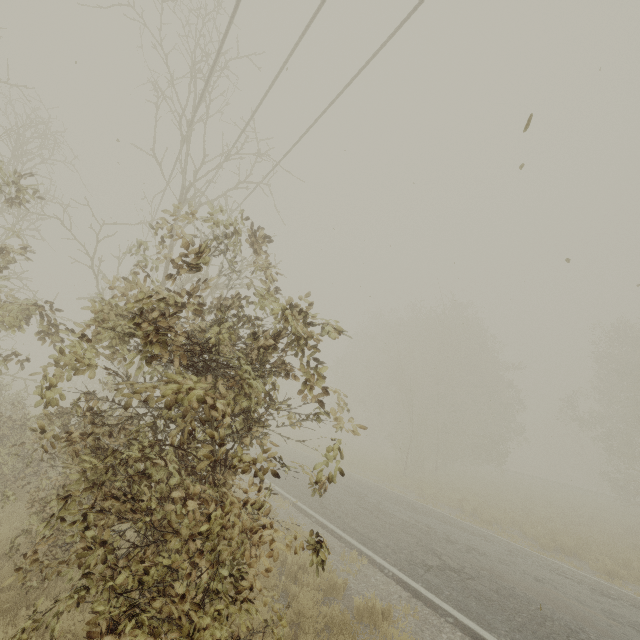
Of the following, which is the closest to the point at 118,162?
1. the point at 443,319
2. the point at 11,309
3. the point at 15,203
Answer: the point at 15,203
